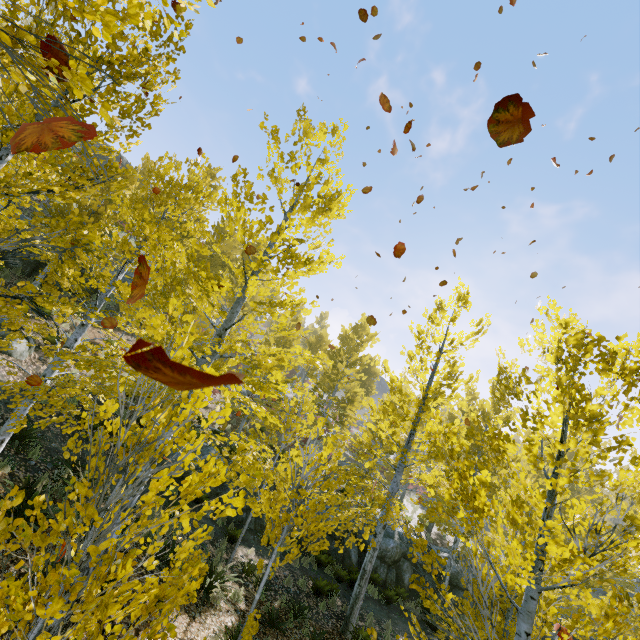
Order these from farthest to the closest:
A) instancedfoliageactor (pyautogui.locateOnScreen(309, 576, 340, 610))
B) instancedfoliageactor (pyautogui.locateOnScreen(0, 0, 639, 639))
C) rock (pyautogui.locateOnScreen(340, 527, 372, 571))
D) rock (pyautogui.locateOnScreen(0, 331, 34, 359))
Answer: rock (pyautogui.locateOnScreen(340, 527, 372, 571))
instancedfoliageactor (pyautogui.locateOnScreen(309, 576, 340, 610))
rock (pyautogui.locateOnScreen(0, 331, 34, 359))
instancedfoliageactor (pyautogui.locateOnScreen(0, 0, 639, 639))

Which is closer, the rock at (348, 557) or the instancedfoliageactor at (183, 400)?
the instancedfoliageactor at (183, 400)

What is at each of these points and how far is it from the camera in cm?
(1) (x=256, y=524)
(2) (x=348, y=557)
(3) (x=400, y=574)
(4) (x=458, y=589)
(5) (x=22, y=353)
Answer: (1) rock, 1318
(2) rock, 1466
(3) rock, 1483
(4) rock, 1502
(5) rock, 1071

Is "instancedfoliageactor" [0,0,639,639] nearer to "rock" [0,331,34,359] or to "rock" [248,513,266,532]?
"rock" [248,513,266,532]

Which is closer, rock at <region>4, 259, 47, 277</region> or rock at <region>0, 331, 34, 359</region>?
rock at <region>0, 331, 34, 359</region>

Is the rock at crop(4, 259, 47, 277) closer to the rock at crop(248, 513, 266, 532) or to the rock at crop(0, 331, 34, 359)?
the rock at crop(0, 331, 34, 359)

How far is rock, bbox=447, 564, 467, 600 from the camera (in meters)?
14.86

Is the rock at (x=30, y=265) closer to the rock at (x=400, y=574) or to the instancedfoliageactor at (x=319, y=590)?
the instancedfoliageactor at (x=319, y=590)
